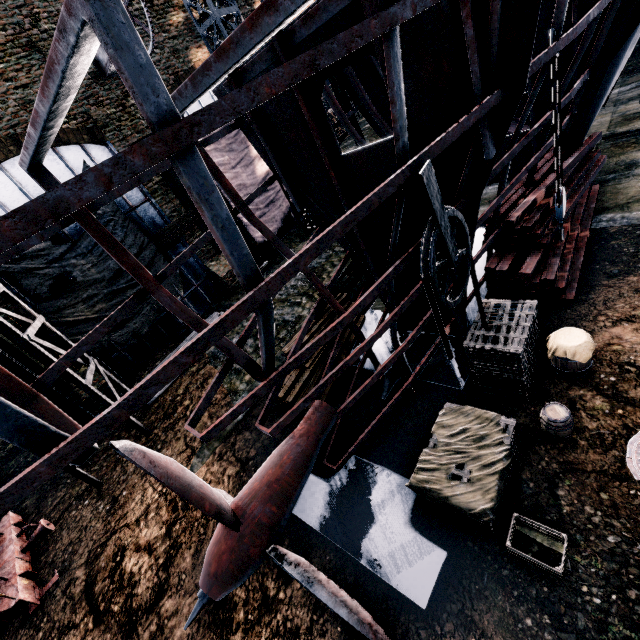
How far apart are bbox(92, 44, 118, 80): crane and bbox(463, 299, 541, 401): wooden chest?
16.5 meters

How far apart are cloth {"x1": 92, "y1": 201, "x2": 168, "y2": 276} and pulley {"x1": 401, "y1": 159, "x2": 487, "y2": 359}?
15.17m

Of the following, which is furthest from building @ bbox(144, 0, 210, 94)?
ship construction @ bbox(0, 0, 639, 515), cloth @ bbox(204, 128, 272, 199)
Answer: ship construction @ bbox(0, 0, 639, 515)

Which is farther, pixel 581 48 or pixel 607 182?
pixel 607 182

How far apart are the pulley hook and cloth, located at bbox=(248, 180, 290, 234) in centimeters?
1603cm

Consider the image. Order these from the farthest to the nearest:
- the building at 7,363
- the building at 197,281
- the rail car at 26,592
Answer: the building at 197,281
the building at 7,363
the rail car at 26,592

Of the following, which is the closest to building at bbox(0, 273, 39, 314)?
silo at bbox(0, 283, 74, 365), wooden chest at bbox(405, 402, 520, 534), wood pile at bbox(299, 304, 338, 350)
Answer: silo at bbox(0, 283, 74, 365)

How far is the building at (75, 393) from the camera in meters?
13.9 m
